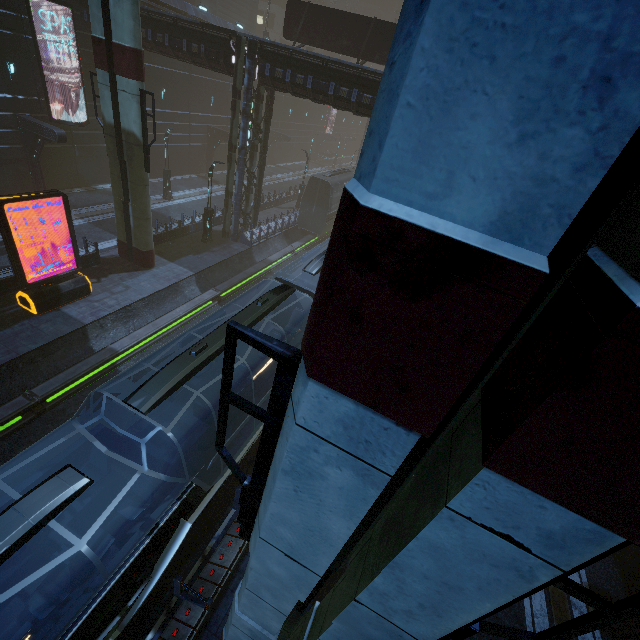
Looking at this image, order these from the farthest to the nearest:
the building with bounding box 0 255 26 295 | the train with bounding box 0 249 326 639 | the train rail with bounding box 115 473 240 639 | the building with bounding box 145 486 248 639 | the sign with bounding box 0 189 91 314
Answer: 1. the building with bounding box 0 255 26 295
2. the sign with bounding box 0 189 91 314
3. the train rail with bounding box 115 473 240 639
4. the building with bounding box 145 486 248 639
5. the train with bounding box 0 249 326 639

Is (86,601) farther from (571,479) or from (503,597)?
(571,479)

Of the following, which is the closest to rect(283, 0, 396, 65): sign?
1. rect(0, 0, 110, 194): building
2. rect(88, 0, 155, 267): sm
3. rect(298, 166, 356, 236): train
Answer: rect(0, 0, 110, 194): building

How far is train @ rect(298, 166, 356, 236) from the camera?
27.6m

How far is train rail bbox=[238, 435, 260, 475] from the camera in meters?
11.3

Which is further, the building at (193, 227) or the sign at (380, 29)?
the building at (193, 227)

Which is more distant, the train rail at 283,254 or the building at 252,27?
the building at 252,27

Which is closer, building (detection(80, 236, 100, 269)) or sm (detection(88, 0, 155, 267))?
sm (detection(88, 0, 155, 267))
